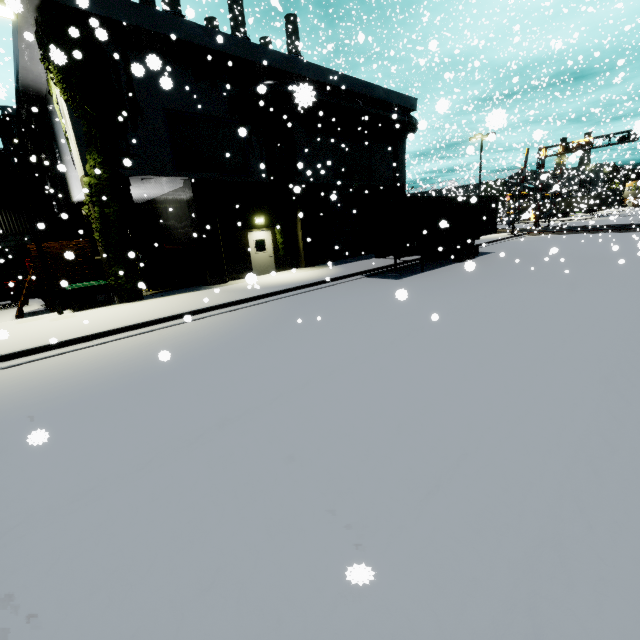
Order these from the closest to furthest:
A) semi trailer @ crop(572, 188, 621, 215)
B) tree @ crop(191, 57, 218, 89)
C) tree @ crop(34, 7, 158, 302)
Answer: tree @ crop(34, 7, 158, 302), tree @ crop(191, 57, 218, 89), semi trailer @ crop(572, 188, 621, 215)

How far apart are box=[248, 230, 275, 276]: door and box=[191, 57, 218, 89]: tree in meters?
6.3

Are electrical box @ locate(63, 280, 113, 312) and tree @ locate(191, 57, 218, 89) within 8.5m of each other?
no

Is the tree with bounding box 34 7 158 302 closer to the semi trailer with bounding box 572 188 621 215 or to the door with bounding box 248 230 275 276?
the door with bounding box 248 230 275 276

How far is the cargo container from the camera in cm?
1428

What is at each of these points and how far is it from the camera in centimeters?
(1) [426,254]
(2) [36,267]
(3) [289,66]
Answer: (1) semi trailer, 1670cm
(2) pallet, 1318cm
(3) building, 1599cm

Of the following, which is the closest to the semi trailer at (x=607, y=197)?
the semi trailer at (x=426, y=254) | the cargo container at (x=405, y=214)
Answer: the cargo container at (x=405, y=214)

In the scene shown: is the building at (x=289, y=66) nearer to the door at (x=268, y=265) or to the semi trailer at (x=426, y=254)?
the door at (x=268, y=265)
